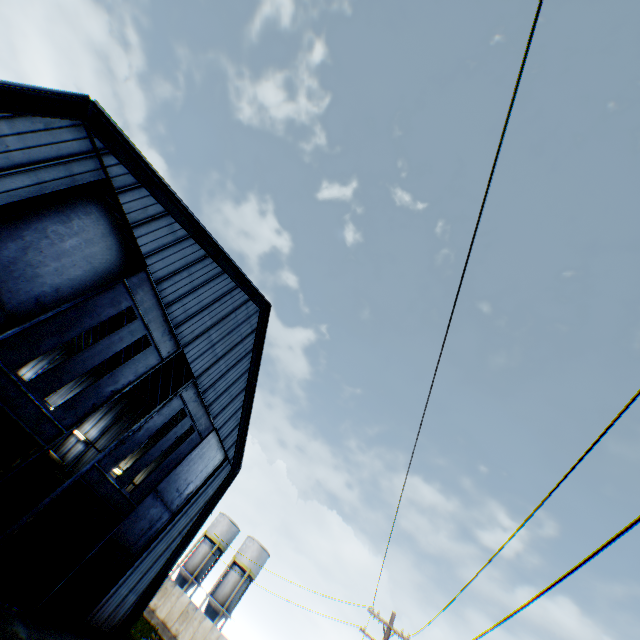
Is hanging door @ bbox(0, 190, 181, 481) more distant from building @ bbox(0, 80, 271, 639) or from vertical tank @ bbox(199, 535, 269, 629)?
vertical tank @ bbox(199, 535, 269, 629)

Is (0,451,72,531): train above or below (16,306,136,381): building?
below

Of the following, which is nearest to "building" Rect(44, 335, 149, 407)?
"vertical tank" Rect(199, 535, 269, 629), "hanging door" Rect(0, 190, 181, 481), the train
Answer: "hanging door" Rect(0, 190, 181, 481)

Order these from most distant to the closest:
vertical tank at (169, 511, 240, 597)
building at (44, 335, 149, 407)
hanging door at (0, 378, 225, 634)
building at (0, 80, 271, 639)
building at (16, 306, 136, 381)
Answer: vertical tank at (169, 511, 240, 597) < building at (16, 306, 136, 381) < building at (44, 335, 149, 407) < hanging door at (0, 378, 225, 634) < building at (0, 80, 271, 639)

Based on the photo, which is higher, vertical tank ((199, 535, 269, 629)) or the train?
vertical tank ((199, 535, 269, 629))

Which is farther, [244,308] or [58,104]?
[244,308]

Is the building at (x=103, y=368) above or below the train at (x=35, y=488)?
above

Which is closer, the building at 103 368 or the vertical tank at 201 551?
the building at 103 368
